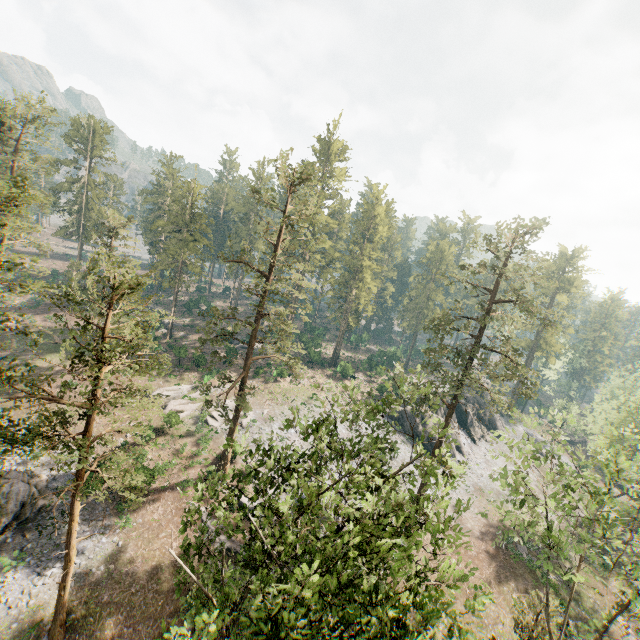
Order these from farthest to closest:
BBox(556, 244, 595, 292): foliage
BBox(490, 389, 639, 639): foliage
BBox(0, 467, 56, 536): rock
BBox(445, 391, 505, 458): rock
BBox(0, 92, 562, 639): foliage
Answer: BBox(556, 244, 595, 292): foliage
BBox(445, 391, 505, 458): rock
BBox(0, 467, 56, 536): rock
BBox(490, 389, 639, 639): foliage
BBox(0, 92, 562, 639): foliage

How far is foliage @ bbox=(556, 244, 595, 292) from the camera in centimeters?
5732cm

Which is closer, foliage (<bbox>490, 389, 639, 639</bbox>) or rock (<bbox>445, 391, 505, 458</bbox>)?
foliage (<bbox>490, 389, 639, 639</bbox>)

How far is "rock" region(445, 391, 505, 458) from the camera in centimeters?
4666cm

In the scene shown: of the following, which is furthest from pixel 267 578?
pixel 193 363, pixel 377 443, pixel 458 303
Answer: pixel 193 363

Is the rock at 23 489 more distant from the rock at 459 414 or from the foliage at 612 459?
the rock at 459 414

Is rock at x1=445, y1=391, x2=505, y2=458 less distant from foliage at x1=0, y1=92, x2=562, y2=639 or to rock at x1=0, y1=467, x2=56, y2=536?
foliage at x1=0, y1=92, x2=562, y2=639
